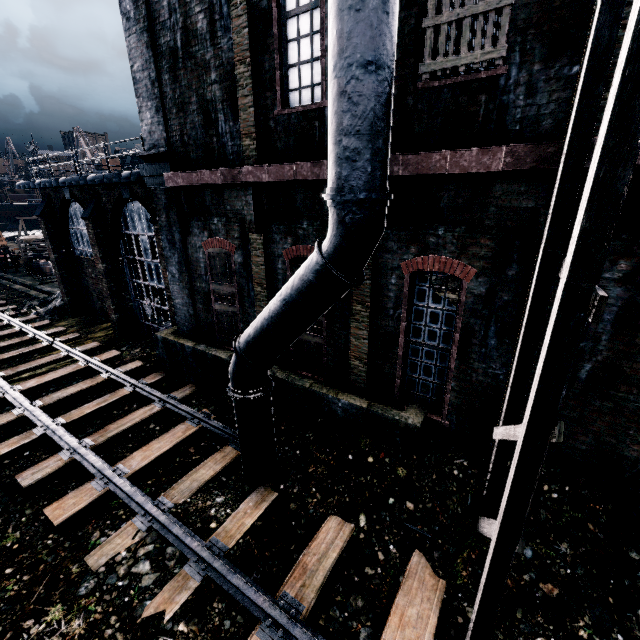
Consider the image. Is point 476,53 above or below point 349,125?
above

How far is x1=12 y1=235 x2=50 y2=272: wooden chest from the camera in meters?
31.9

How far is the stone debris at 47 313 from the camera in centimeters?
2052cm

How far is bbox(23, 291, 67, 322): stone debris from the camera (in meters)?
20.52

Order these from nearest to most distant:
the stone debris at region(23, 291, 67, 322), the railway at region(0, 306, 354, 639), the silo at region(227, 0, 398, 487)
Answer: the silo at region(227, 0, 398, 487)
the railway at region(0, 306, 354, 639)
the stone debris at region(23, 291, 67, 322)

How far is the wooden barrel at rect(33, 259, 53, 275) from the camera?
31.50m

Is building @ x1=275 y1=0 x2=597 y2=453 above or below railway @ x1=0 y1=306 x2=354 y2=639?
above

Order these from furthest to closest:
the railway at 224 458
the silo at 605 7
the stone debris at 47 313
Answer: the stone debris at 47 313 < the railway at 224 458 < the silo at 605 7
